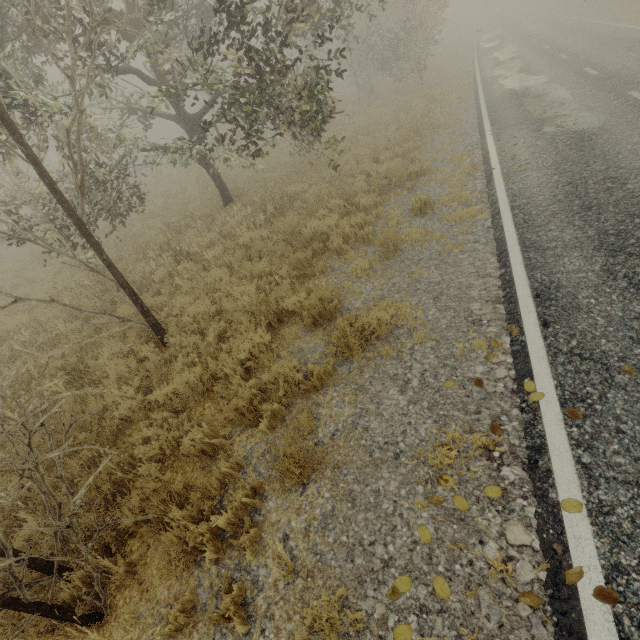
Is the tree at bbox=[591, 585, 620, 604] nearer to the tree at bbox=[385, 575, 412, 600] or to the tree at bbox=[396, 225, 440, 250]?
the tree at bbox=[385, 575, 412, 600]

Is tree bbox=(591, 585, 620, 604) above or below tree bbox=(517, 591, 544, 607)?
above

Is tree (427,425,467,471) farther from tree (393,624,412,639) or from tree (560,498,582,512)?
tree (560,498,582,512)

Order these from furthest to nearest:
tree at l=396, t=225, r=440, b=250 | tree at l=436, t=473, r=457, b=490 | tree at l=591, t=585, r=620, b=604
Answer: tree at l=396, t=225, r=440, b=250, tree at l=436, t=473, r=457, b=490, tree at l=591, t=585, r=620, b=604

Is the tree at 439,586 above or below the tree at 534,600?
below

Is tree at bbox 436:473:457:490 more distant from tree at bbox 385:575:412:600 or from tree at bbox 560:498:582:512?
tree at bbox 560:498:582:512

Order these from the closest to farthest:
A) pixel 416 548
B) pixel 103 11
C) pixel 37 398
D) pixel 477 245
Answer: pixel 37 398, pixel 416 548, pixel 103 11, pixel 477 245

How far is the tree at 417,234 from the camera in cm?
659
